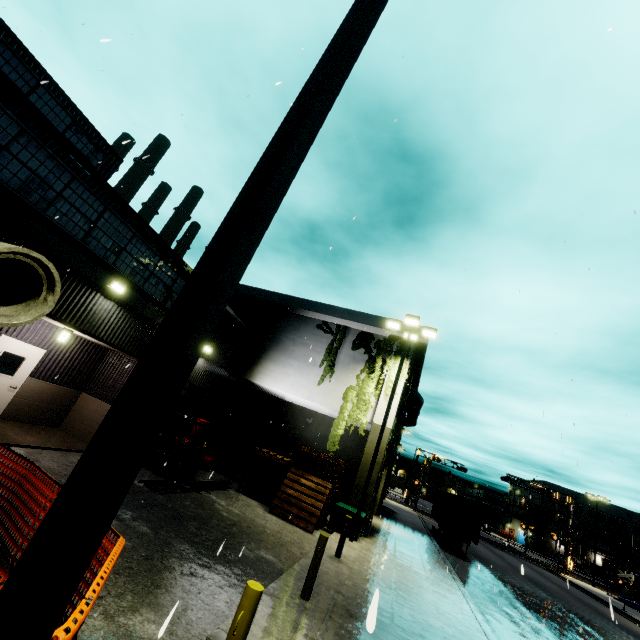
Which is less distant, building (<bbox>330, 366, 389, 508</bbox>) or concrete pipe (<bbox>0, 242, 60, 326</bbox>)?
concrete pipe (<bbox>0, 242, 60, 326</bbox>)

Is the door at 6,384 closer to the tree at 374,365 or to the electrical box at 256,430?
the tree at 374,365

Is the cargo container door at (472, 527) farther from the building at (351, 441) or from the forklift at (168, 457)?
the forklift at (168, 457)

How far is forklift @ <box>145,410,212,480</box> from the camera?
11.79m

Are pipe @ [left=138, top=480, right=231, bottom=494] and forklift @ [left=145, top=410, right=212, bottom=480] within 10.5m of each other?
yes

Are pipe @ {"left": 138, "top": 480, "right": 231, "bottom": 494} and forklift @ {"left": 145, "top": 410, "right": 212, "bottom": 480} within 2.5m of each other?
yes

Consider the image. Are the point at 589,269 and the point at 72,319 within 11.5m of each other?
no

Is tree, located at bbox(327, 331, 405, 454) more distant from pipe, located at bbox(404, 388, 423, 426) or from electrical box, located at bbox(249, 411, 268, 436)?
pipe, located at bbox(404, 388, 423, 426)
